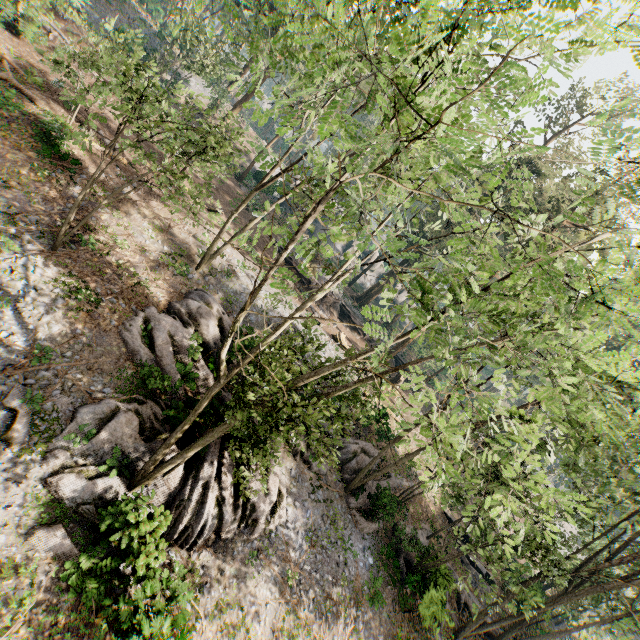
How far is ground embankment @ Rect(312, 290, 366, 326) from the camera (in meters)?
33.86

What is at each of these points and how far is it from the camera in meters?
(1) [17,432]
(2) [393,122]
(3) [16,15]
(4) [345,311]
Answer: (1) foliage, 10.2
(2) foliage, 9.9
(3) foliage, 21.3
(4) ground embankment, 36.7

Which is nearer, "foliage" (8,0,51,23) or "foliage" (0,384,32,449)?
"foliage" (0,384,32,449)

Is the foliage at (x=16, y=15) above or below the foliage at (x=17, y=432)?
above

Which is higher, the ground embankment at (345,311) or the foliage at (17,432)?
the ground embankment at (345,311)

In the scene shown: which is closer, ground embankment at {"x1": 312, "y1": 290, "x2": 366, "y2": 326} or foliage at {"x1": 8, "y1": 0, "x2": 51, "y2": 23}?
foliage at {"x1": 8, "y1": 0, "x2": 51, "y2": 23}

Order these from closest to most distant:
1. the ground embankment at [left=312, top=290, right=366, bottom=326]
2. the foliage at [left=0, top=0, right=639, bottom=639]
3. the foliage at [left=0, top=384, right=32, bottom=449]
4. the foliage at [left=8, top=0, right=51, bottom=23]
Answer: the foliage at [left=0, top=0, right=639, bottom=639] → the foliage at [left=0, top=384, right=32, bottom=449] → the foliage at [left=8, top=0, right=51, bottom=23] → the ground embankment at [left=312, top=290, right=366, bottom=326]
